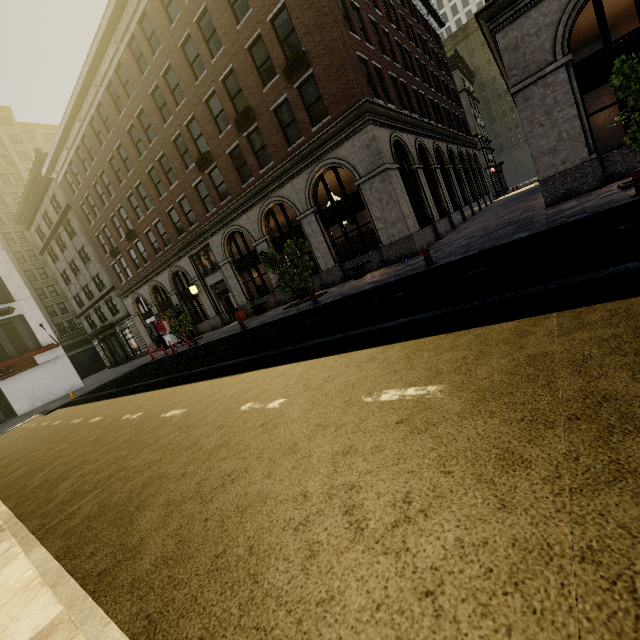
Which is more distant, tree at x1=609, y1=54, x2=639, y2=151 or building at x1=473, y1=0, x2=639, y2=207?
building at x1=473, y1=0, x2=639, y2=207

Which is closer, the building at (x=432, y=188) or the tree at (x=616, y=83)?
the tree at (x=616, y=83)

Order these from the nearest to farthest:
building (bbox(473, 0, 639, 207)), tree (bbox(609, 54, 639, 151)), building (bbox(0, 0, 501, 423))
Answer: tree (bbox(609, 54, 639, 151)) < building (bbox(473, 0, 639, 207)) < building (bbox(0, 0, 501, 423))

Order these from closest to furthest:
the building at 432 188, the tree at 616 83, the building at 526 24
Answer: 1. the tree at 616 83
2. the building at 526 24
3. the building at 432 188

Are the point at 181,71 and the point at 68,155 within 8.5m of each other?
no

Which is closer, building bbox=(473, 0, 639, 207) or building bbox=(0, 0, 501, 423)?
building bbox=(473, 0, 639, 207)
